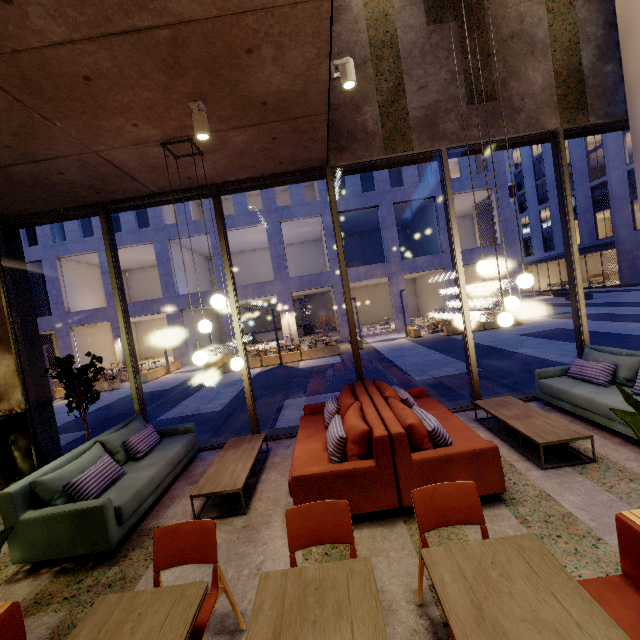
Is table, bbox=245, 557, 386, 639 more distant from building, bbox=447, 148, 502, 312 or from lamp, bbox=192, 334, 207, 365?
building, bbox=447, 148, 502, 312

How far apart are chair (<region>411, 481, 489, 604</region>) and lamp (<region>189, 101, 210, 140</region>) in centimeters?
392cm

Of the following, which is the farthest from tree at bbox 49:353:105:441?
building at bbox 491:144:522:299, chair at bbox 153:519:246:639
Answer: building at bbox 491:144:522:299

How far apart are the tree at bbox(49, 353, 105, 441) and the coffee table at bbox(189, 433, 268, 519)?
2.3m

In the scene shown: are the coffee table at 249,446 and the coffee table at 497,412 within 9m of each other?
yes

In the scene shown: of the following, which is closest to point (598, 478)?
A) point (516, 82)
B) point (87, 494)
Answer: point (87, 494)

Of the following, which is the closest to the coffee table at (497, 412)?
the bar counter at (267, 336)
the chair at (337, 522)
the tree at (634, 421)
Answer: the tree at (634, 421)

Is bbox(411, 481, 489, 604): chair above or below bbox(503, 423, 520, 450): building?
above
